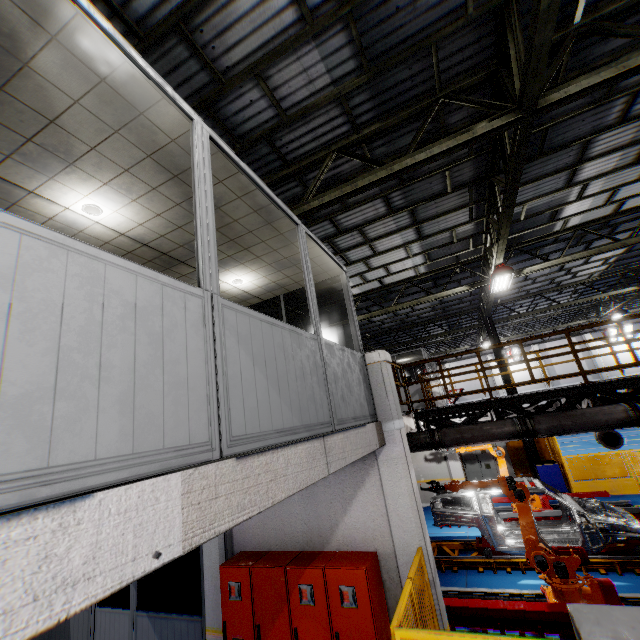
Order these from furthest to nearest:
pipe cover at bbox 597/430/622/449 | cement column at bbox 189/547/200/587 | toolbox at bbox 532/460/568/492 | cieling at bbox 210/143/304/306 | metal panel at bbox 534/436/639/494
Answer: toolbox at bbox 532/460/568/492 → metal panel at bbox 534/436/639/494 → cement column at bbox 189/547/200/587 → pipe cover at bbox 597/430/622/449 → cieling at bbox 210/143/304/306

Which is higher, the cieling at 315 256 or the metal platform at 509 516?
the cieling at 315 256

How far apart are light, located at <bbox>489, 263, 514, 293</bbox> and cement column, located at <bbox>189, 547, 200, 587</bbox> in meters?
11.7 m

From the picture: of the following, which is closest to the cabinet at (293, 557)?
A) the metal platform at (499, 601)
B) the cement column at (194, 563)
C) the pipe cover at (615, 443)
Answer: the metal platform at (499, 601)

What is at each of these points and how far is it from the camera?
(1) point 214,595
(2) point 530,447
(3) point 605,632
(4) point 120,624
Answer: (1) cement column, 6.0m
(2) metal pole, 14.6m
(3) cabinet, 2.8m
(4) door, 6.9m

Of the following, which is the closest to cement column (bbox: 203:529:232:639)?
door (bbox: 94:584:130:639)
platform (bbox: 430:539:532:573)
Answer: door (bbox: 94:584:130:639)

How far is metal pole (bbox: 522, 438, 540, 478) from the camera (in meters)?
14.42

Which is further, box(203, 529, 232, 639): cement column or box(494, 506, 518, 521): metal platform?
box(494, 506, 518, 521): metal platform
